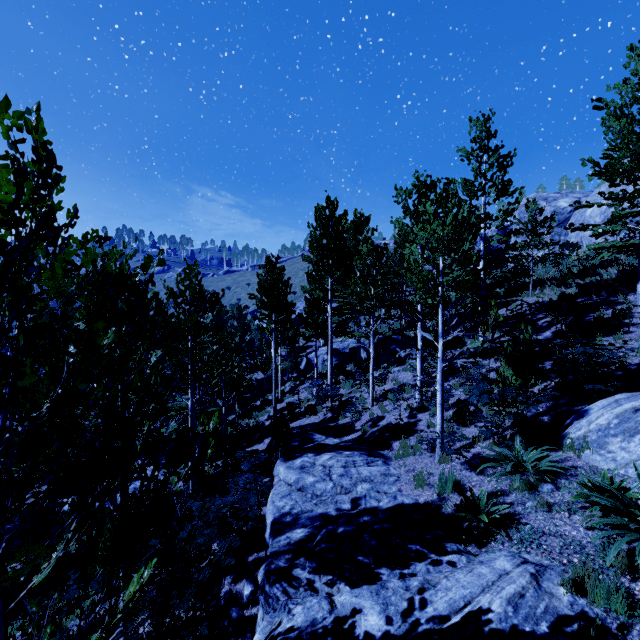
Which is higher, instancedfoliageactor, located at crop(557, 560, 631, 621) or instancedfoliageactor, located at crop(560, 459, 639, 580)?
instancedfoliageactor, located at crop(560, 459, 639, 580)

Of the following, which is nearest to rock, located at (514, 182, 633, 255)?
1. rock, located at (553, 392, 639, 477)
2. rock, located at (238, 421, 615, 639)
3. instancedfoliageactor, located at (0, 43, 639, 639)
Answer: instancedfoliageactor, located at (0, 43, 639, 639)

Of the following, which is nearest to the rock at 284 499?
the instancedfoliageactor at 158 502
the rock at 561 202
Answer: the instancedfoliageactor at 158 502

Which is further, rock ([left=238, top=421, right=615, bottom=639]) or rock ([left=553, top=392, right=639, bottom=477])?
rock ([left=553, top=392, right=639, bottom=477])

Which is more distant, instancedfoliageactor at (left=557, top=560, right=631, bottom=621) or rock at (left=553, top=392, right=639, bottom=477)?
rock at (left=553, top=392, right=639, bottom=477)

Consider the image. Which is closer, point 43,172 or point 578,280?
point 43,172

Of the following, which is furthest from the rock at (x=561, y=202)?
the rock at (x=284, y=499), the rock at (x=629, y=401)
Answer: the rock at (x=284, y=499)
